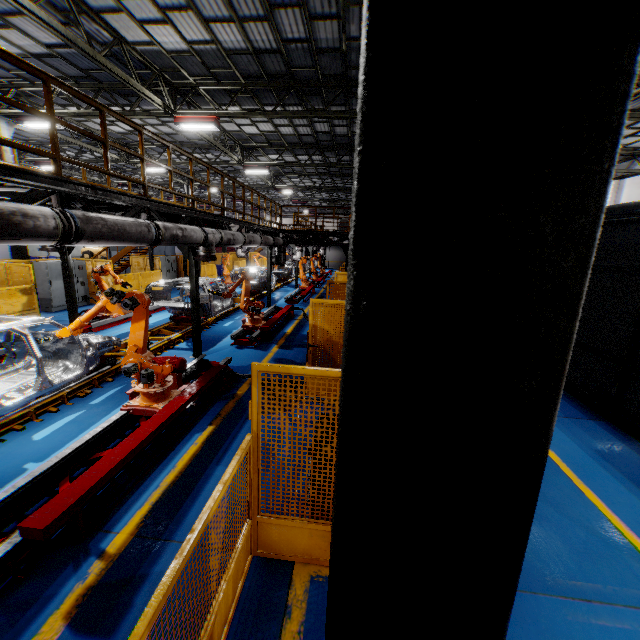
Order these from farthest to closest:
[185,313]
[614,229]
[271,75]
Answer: [185,313] < [271,75] < [614,229]

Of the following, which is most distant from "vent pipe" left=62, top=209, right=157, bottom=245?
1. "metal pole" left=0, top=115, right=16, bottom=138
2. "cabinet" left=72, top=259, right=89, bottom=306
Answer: "metal pole" left=0, top=115, right=16, bottom=138

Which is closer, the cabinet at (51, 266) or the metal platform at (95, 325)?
the metal platform at (95, 325)

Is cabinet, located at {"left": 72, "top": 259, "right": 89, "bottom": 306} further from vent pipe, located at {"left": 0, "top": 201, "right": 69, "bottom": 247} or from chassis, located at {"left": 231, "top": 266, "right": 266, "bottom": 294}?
vent pipe, located at {"left": 0, "top": 201, "right": 69, "bottom": 247}

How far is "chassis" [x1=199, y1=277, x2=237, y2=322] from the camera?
12.1 meters

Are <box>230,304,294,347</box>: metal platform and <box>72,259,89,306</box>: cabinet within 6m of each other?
no

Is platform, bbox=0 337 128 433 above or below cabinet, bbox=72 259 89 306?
below

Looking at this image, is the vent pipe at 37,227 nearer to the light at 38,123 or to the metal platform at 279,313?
the metal platform at 279,313
